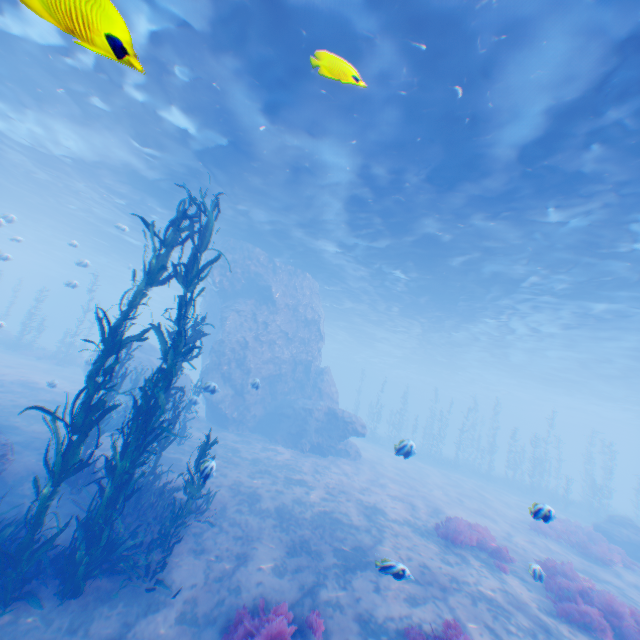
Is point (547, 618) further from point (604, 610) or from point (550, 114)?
point (550, 114)

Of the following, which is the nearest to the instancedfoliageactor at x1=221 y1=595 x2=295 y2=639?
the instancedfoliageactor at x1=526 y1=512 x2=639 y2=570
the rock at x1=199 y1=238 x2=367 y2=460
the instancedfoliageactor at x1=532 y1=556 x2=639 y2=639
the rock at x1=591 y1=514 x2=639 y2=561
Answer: the rock at x1=199 y1=238 x2=367 y2=460

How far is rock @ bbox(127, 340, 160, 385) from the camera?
20.02m

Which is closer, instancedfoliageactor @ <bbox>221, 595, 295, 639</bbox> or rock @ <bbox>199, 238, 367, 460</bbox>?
instancedfoliageactor @ <bbox>221, 595, 295, 639</bbox>

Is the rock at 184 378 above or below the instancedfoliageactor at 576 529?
above

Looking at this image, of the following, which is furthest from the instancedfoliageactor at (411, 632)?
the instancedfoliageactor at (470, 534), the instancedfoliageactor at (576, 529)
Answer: the instancedfoliageactor at (576, 529)

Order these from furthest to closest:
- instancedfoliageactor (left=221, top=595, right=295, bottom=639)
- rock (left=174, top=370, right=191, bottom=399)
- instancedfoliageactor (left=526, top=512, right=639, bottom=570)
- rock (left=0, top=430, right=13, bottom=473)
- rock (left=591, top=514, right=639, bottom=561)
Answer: rock (left=174, top=370, right=191, bottom=399)
rock (left=591, top=514, right=639, bottom=561)
instancedfoliageactor (left=526, top=512, right=639, bottom=570)
rock (left=0, top=430, right=13, bottom=473)
instancedfoliageactor (left=221, top=595, right=295, bottom=639)
